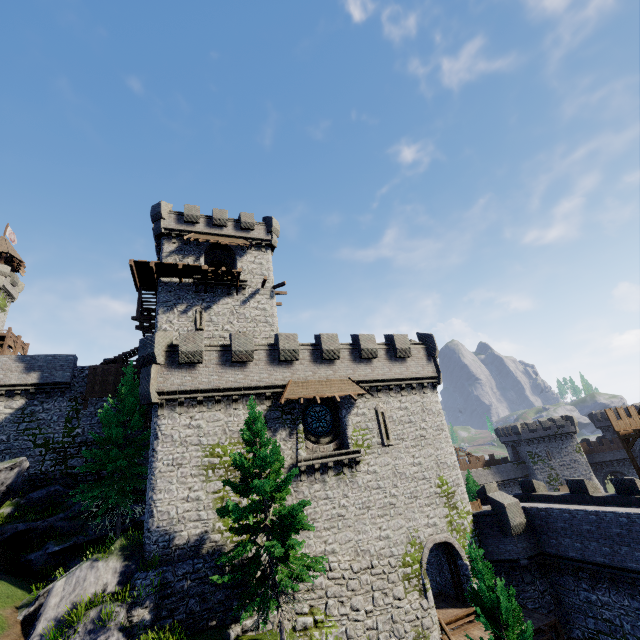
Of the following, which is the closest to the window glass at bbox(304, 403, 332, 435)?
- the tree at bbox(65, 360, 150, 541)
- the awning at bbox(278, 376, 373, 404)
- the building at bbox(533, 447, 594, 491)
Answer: the awning at bbox(278, 376, 373, 404)

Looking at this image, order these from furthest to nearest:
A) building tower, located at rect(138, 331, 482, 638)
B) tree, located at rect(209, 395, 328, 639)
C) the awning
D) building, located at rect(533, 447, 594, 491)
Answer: building, located at rect(533, 447, 594, 491) → the awning → building tower, located at rect(138, 331, 482, 638) → tree, located at rect(209, 395, 328, 639)

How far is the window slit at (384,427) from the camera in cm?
2139

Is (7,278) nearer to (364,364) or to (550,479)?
(364,364)

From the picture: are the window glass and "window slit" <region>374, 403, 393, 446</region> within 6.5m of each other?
yes

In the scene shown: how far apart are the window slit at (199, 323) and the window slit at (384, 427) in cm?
1453

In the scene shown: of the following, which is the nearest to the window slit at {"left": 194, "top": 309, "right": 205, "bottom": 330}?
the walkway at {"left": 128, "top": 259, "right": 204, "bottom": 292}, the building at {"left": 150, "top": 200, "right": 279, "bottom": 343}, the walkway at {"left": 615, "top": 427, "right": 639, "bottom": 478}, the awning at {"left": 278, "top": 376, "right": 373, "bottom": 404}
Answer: the building at {"left": 150, "top": 200, "right": 279, "bottom": 343}

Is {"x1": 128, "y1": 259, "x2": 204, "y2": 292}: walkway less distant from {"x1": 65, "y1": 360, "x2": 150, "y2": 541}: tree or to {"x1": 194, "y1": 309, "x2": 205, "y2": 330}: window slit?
{"x1": 194, "y1": 309, "x2": 205, "y2": 330}: window slit
